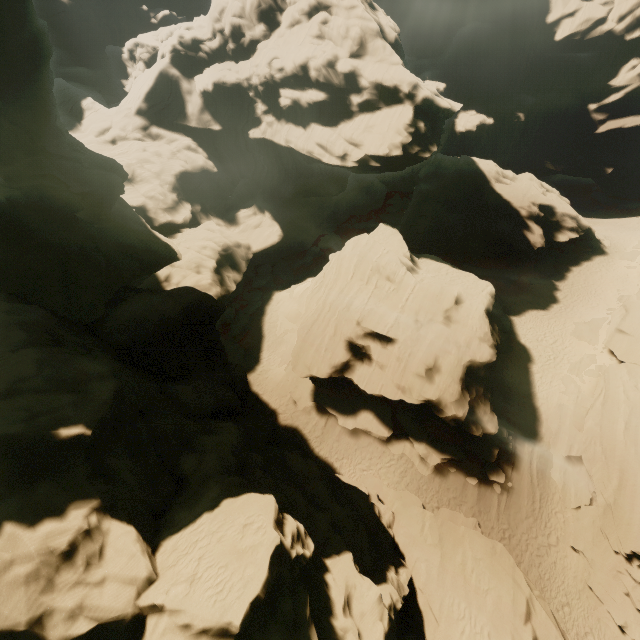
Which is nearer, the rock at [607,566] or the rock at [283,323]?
the rock at [607,566]

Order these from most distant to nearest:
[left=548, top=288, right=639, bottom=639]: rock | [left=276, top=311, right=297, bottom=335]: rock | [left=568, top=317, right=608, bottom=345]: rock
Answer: [left=276, top=311, right=297, bottom=335]: rock → [left=568, top=317, right=608, bottom=345]: rock → [left=548, top=288, right=639, bottom=639]: rock

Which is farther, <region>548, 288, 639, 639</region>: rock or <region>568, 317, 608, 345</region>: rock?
<region>568, 317, 608, 345</region>: rock

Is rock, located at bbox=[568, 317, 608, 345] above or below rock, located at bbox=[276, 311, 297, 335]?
above

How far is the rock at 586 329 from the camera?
27.7m

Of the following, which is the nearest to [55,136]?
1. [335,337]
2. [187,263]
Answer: [187,263]

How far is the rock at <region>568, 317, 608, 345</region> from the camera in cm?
2766
